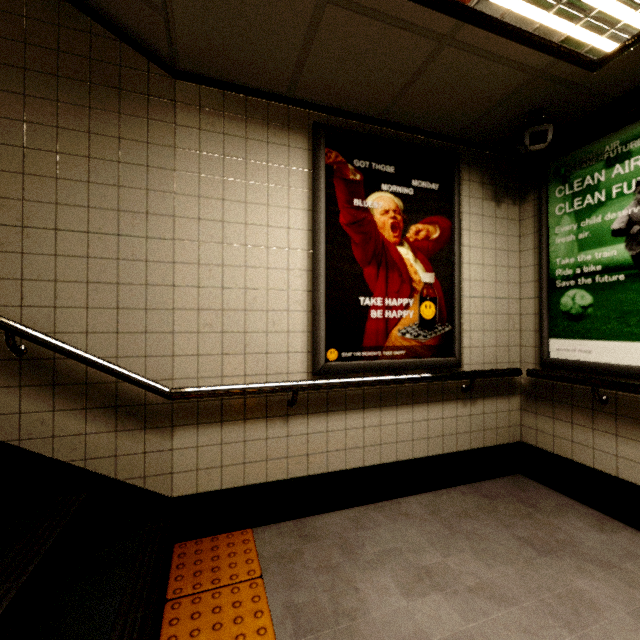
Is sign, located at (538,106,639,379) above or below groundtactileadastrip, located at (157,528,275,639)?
above

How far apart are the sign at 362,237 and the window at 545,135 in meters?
0.4

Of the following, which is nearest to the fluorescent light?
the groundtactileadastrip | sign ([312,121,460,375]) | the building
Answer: the building

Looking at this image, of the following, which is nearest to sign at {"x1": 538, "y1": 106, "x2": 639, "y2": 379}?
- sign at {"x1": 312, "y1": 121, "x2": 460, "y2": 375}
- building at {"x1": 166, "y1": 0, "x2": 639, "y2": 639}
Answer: building at {"x1": 166, "y1": 0, "x2": 639, "y2": 639}

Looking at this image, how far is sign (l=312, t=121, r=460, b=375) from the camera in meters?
2.3 m

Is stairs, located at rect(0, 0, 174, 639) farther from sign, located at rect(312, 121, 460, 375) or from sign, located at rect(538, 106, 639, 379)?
sign, located at rect(538, 106, 639, 379)

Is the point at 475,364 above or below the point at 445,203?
below

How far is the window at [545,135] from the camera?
2.2 meters
